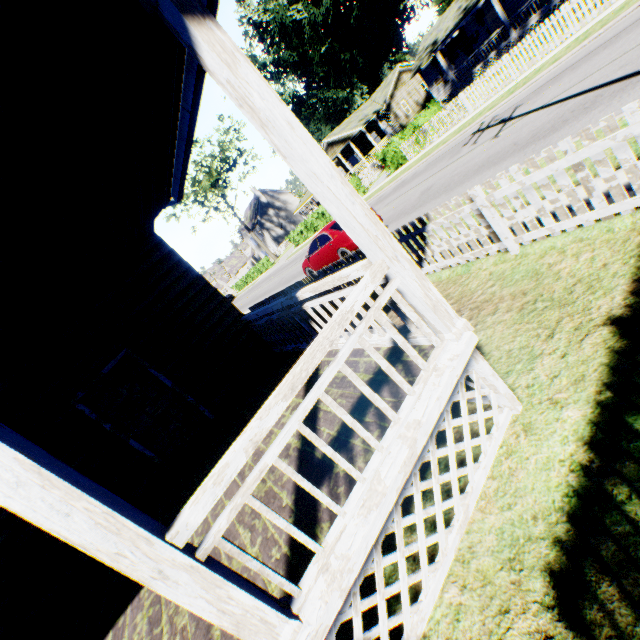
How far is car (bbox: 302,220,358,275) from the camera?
12.0 meters

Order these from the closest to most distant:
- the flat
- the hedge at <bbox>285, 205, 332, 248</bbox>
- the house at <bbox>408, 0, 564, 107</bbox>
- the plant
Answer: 1. the house at <bbox>408, 0, 564, 107</bbox>
2. the hedge at <bbox>285, 205, 332, 248</bbox>
3. the flat
4. the plant

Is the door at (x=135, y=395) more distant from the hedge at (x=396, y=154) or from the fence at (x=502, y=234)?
the hedge at (x=396, y=154)

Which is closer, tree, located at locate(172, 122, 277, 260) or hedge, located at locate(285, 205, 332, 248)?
hedge, located at locate(285, 205, 332, 248)

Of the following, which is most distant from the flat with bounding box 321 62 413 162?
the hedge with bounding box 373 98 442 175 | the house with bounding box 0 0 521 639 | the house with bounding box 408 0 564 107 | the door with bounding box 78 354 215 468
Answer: the door with bounding box 78 354 215 468

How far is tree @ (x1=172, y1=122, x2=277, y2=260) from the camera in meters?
44.8

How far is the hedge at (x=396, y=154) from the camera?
19.5 meters

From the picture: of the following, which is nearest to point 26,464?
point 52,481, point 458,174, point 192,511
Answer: point 52,481
